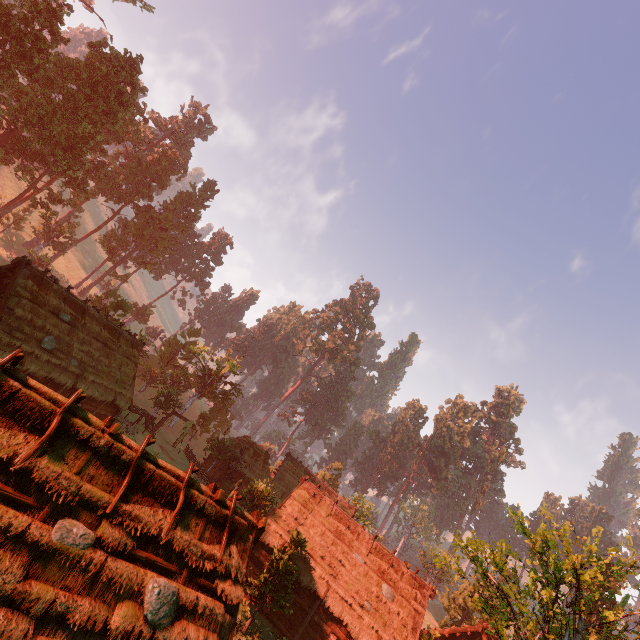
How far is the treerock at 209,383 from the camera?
40.56m

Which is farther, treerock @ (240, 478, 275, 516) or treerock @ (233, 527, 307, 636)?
treerock @ (240, 478, 275, 516)

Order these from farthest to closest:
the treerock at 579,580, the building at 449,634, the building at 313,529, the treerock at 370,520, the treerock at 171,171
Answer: the treerock at 370,520 < the treerock at 171,171 < the building at 449,634 < the treerock at 579,580 < the building at 313,529

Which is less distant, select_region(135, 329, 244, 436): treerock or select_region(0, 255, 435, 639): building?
select_region(0, 255, 435, 639): building

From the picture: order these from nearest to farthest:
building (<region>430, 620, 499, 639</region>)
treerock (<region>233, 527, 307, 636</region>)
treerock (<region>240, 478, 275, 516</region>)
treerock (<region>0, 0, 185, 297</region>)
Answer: treerock (<region>233, 527, 307, 636</region>), building (<region>430, 620, 499, 639</region>), treerock (<region>240, 478, 275, 516</region>), treerock (<region>0, 0, 185, 297</region>)

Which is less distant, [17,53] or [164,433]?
[17,53]

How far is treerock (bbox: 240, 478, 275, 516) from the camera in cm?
2915
